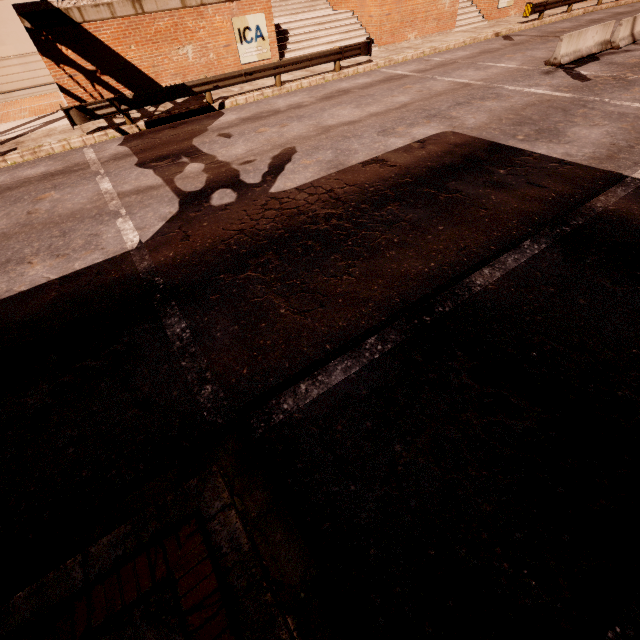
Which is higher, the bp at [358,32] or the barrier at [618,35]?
the bp at [358,32]

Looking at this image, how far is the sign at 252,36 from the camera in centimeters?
1548cm

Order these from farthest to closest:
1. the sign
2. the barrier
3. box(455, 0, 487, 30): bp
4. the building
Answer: box(455, 0, 487, 30): bp
the building
the sign
the barrier

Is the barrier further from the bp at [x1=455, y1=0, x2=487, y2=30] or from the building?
the building

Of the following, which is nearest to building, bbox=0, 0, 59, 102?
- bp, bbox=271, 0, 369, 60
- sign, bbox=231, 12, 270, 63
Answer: bp, bbox=271, 0, 369, 60

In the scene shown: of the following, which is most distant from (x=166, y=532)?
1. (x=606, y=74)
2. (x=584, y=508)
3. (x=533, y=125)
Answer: (x=606, y=74)

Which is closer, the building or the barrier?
the barrier

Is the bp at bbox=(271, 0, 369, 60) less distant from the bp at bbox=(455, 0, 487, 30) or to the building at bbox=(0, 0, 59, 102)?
the bp at bbox=(455, 0, 487, 30)
